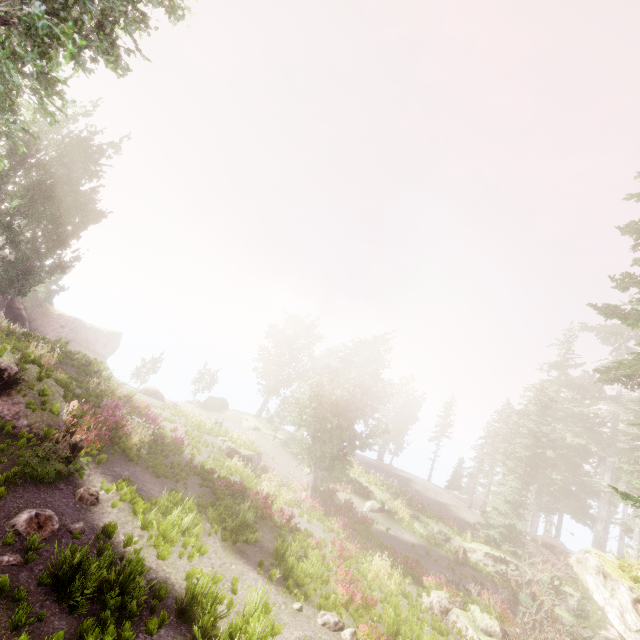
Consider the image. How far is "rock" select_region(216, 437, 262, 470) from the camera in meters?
24.0

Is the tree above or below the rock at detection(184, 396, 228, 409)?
below

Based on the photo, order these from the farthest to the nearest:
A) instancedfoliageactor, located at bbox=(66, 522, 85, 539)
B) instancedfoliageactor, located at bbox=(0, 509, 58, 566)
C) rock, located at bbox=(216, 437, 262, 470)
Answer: rock, located at bbox=(216, 437, 262, 470)
instancedfoliageactor, located at bbox=(66, 522, 85, 539)
instancedfoliageactor, located at bbox=(0, 509, 58, 566)

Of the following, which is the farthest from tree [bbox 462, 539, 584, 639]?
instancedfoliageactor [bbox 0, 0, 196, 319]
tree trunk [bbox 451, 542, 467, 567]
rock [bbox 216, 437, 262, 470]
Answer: rock [bbox 216, 437, 262, 470]

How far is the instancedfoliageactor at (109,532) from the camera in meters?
8.8

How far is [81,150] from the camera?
26.7 meters

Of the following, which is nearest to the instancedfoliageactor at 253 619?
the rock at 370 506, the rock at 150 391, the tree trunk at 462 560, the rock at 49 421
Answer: the rock at 49 421

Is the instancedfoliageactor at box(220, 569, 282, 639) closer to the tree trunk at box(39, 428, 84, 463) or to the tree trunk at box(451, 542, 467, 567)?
the tree trunk at box(39, 428, 84, 463)
